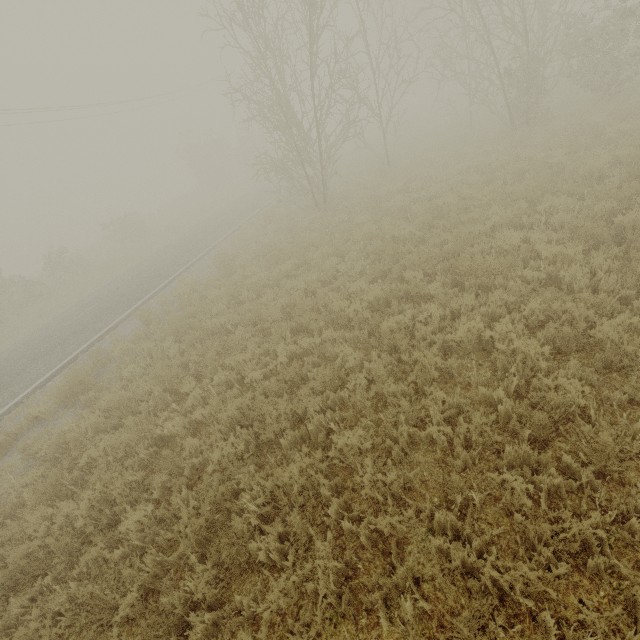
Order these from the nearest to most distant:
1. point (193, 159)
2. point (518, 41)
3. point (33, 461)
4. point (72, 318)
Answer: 1. point (33, 461)
2. point (72, 318)
3. point (518, 41)
4. point (193, 159)
